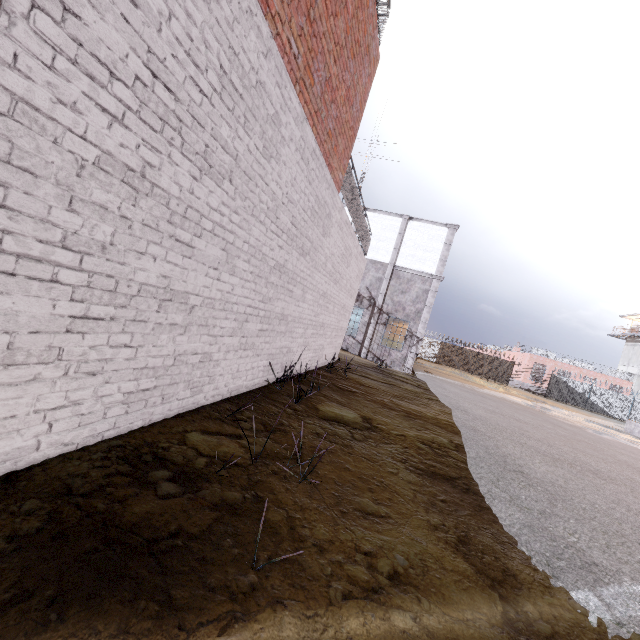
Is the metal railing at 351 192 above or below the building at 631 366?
below

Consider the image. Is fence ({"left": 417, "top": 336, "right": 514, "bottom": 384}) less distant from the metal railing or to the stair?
the metal railing

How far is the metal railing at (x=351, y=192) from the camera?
7.4 meters

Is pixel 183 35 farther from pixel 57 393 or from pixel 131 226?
pixel 57 393

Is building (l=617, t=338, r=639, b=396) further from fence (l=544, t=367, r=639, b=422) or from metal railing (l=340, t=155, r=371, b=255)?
metal railing (l=340, t=155, r=371, b=255)

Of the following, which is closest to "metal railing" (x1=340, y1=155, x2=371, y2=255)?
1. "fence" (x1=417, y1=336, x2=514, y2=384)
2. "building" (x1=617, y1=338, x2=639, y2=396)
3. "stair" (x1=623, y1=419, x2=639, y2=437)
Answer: "fence" (x1=417, y1=336, x2=514, y2=384)
